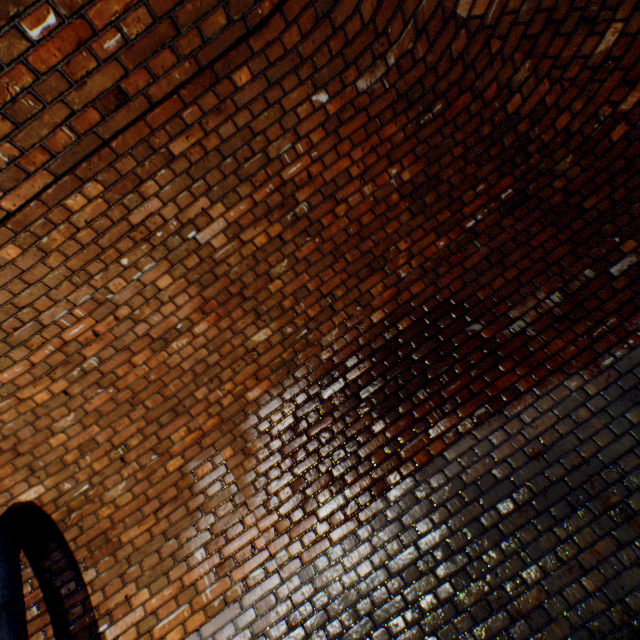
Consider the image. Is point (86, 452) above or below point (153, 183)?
below
